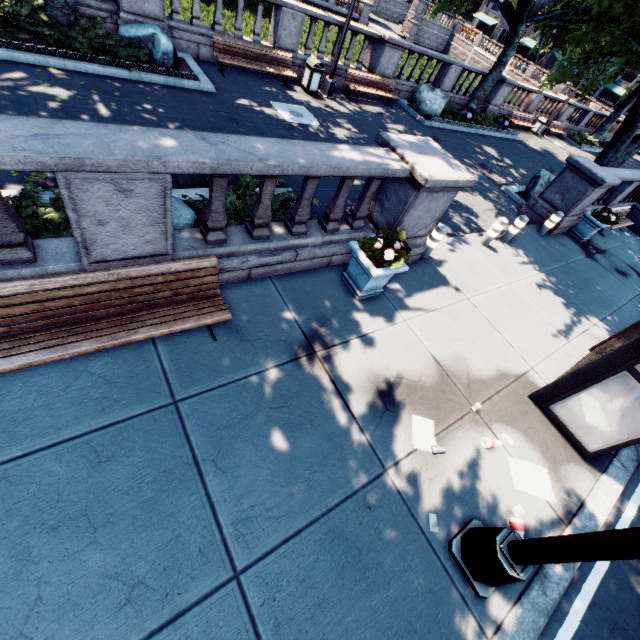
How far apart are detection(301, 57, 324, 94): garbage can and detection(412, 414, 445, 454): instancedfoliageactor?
13.0 meters

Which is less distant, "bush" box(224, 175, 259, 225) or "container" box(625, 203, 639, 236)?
"bush" box(224, 175, 259, 225)

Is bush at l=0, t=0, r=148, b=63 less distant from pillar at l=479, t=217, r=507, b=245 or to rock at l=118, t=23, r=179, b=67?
rock at l=118, t=23, r=179, b=67

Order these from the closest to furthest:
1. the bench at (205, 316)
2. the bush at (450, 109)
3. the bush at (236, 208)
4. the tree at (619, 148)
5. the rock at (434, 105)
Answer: the bench at (205, 316), the bush at (236, 208), the tree at (619, 148), the rock at (434, 105), the bush at (450, 109)

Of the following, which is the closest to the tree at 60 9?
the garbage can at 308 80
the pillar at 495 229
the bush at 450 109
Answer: the bush at 450 109

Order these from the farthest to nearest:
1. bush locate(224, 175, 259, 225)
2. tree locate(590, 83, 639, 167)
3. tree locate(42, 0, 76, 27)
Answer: tree locate(590, 83, 639, 167), tree locate(42, 0, 76, 27), bush locate(224, 175, 259, 225)

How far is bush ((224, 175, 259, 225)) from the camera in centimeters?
596cm

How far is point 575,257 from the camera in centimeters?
1084cm
